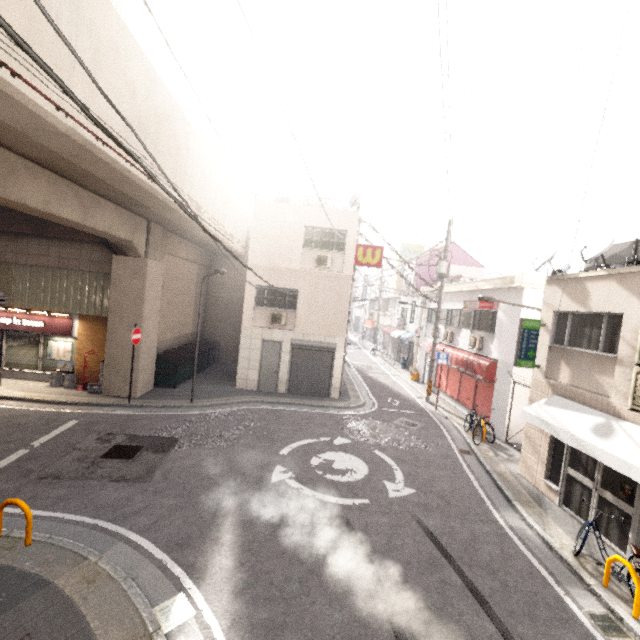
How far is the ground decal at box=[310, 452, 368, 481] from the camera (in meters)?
8.60

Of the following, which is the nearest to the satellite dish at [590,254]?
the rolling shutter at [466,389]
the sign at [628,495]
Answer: the sign at [628,495]

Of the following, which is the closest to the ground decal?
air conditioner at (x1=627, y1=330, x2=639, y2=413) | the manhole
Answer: the manhole

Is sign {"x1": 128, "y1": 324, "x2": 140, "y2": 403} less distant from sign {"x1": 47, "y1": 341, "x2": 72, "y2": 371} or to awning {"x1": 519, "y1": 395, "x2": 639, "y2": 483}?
sign {"x1": 47, "y1": 341, "x2": 72, "y2": 371}

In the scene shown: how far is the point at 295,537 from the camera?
6.26m

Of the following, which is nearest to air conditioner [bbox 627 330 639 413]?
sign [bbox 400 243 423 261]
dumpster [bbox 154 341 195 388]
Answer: dumpster [bbox 154 341 195 388]

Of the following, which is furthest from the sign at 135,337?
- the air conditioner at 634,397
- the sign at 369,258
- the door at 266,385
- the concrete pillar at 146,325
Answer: the air conditioner at 634,397

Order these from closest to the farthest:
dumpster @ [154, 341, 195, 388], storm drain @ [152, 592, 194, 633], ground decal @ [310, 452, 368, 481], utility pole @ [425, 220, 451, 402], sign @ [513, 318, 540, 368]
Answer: storm drain @ [152, 592, 194, 633], ground decal @ [310, 452, 368, 481], sign @ [513, 318, 540, 368], dumpster @ [154, 341, 195, 388], utility pole @ [425, 220, 451, 402]
